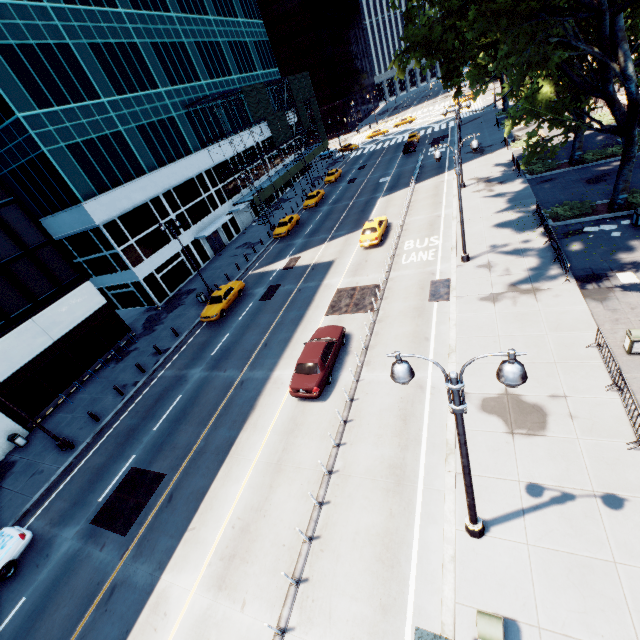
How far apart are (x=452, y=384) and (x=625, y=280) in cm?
1598

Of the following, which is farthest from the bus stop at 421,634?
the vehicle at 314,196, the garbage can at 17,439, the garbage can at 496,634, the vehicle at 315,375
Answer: the vehicle at 314,196

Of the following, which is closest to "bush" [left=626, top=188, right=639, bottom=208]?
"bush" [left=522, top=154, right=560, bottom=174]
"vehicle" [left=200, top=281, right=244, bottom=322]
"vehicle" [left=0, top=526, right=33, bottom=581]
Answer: "bush" [left=522, top=154, right=560, bottom=174]

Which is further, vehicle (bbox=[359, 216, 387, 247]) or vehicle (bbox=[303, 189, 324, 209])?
vehicle (bbox=[303, 189, 324, 209])

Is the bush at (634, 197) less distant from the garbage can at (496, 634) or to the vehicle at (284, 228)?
the garbage can at (496, 634)

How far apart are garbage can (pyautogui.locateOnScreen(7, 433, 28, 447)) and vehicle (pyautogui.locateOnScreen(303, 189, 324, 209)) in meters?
36.5

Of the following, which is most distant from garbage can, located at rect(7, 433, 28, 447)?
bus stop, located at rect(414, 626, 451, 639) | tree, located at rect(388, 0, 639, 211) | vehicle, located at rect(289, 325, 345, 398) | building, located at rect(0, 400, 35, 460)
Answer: tree, located at rect(388, 0, 639, 211)

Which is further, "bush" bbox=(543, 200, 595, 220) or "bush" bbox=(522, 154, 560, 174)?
"bush" bbox=(522, 154, 560, 174)
